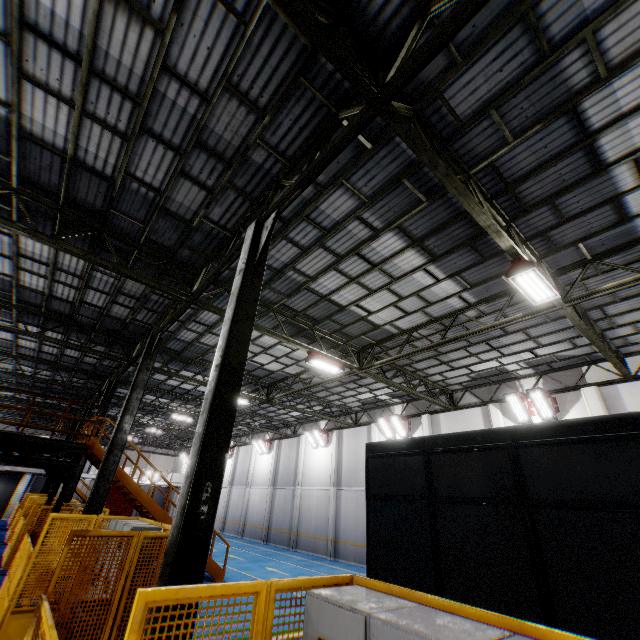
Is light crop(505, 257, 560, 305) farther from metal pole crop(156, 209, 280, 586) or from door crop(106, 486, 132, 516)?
door crop(106, 486, 132, 516)

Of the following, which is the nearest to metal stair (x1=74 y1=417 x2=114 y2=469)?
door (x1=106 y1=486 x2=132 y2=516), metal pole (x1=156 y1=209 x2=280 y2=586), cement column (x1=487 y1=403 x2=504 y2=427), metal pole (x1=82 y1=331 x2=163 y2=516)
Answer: metal pole (x1=82 y1=331 x2=163 y2=516)

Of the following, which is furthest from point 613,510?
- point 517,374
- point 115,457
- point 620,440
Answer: point 115,457

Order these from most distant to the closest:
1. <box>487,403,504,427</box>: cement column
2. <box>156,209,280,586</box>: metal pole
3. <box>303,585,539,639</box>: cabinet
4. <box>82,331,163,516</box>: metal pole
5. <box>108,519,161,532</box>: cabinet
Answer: <box>487,403,504,427</box>: cement column → <box>82,331,163,516</box>: metal pole → <box>108,519,161,532</box>: cabinet → <box>156,209,280,586</box>: metal pole → <box>303,585,539,639</box>: cabinet

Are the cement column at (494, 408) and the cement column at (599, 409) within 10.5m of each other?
yes

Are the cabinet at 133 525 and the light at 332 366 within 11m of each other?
yes

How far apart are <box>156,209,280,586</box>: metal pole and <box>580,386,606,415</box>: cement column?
14.56m

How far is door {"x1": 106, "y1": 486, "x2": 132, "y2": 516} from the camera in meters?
42.0
